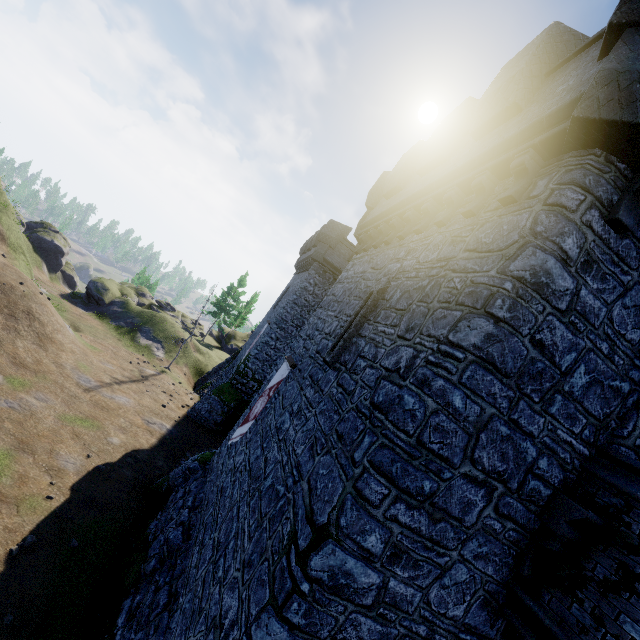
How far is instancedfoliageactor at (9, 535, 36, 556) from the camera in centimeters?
851cm

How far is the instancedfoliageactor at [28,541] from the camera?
→ 8.5m

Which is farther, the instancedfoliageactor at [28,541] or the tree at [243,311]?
the tree at [243,311]

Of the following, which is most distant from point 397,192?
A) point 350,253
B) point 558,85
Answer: point 350,253

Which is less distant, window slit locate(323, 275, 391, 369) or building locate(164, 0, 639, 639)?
building locate(164, 0, 639, 639)

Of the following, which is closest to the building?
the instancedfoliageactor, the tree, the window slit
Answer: the window slit

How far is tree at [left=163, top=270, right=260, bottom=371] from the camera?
28.5 meters

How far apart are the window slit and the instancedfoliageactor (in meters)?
9.56
